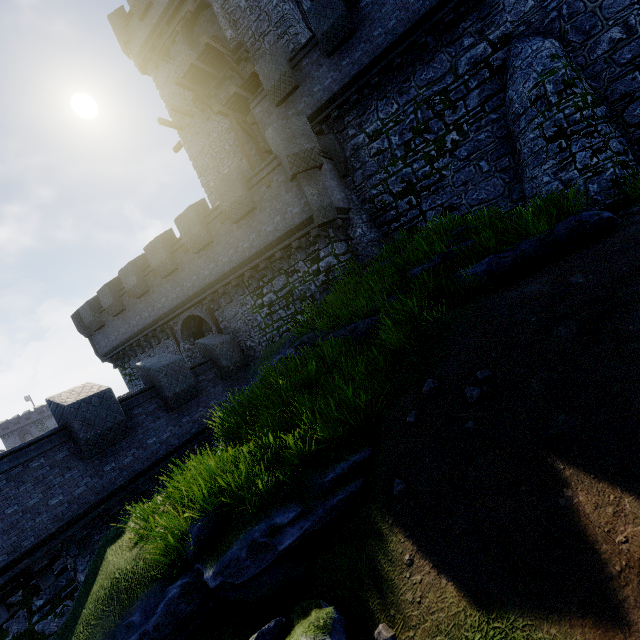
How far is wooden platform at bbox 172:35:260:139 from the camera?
15.88m

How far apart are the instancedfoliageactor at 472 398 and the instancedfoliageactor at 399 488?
1.69m

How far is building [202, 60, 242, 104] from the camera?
17.8m

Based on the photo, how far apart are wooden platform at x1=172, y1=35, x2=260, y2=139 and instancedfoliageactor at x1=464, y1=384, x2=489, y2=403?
19.67m

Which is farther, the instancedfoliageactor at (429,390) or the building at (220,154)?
the building at (220,154)

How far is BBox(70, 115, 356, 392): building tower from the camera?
12.5 meters

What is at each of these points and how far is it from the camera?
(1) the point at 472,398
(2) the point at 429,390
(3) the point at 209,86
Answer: (1) instancedfoliageactor, 5.2m
(2) instancedfoliageactor, 5.9m
(3) building, 18.5m

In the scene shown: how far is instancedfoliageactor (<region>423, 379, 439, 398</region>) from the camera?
5.9 meters
